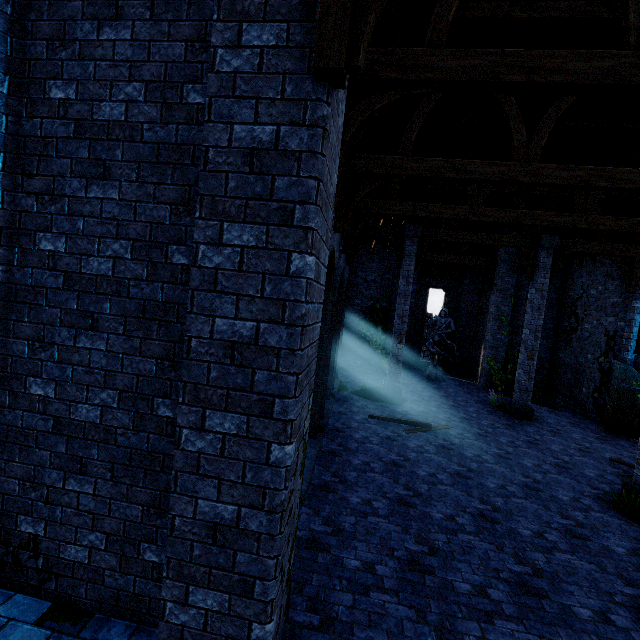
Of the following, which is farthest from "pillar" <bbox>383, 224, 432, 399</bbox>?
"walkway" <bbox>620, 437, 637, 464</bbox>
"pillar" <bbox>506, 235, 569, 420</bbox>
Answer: "walkway" <bbox>620, 437, 637, 464</bbox>

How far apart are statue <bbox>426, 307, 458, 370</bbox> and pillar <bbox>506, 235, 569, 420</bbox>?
4.9 meters

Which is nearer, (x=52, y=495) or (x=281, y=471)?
(x=281, y=471)

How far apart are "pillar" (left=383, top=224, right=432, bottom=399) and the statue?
5.15m

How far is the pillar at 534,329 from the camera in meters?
12.1 m

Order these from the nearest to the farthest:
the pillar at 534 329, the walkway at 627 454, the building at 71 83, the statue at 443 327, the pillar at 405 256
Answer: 1. the building at 71 83
2. the walkway at 627 454
3. the pillar at 534 329
4. the pillar at 405 256
5. the statue at 443 327

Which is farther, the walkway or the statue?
the statue

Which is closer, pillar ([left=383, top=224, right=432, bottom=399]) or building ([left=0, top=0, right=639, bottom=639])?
building ([left=0, top=0, right=639, bottom=639])
